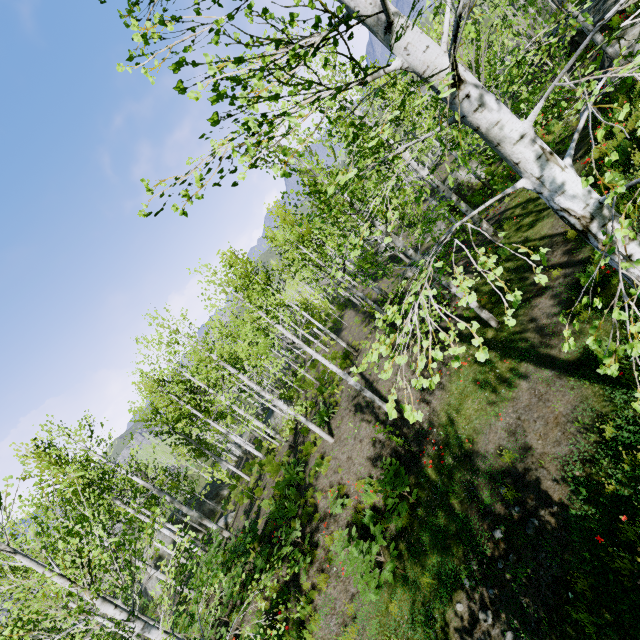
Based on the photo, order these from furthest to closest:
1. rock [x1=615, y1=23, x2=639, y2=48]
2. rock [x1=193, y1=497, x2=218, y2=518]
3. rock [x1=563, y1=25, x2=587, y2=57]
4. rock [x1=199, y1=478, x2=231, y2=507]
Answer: rock [x1=199, y1=478, x2=231, y2=507] < rock [x1=193, y1=497, x2=218, y2=518] < rock [x1=563, y1=25, x2=587, y2=57] < rock [x1=615, y1=23, x2=639, y2=48]

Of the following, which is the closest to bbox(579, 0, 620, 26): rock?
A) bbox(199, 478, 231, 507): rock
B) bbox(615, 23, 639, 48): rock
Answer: bbox(615, 23, 639, 48): rock

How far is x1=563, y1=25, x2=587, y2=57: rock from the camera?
17.30m

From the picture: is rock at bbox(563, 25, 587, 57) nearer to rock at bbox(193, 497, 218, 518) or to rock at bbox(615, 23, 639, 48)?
rock at bbox(615, 23, 639, 48)

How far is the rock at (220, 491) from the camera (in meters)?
29.56

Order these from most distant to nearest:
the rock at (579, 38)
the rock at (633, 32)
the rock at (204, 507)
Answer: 1. the rock at (204, 507)
2. the rock at (579, 38)
3. the rock at (633, 32)

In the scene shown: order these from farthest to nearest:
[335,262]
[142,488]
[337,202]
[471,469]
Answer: [142,488] → [471,469] → [337,202] → [335,262]

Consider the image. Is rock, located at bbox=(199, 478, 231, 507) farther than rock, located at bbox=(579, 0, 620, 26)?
Yes
